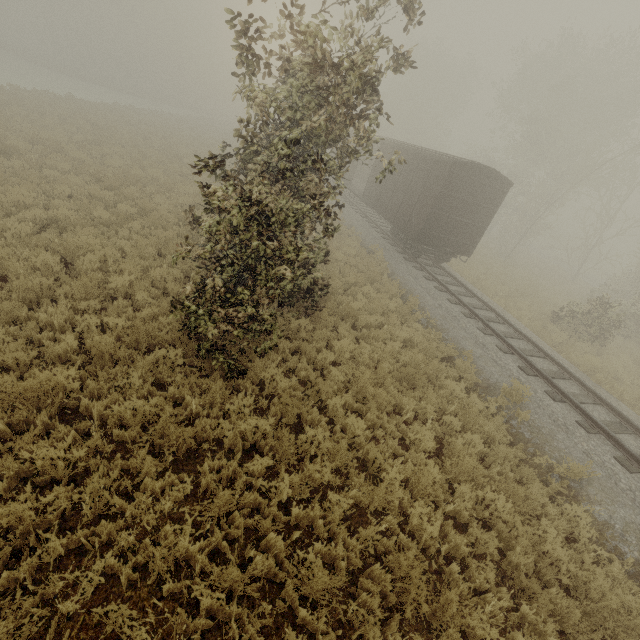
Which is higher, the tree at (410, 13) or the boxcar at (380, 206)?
the tree at (410, 13)

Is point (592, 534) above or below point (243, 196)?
below

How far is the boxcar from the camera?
13.90m

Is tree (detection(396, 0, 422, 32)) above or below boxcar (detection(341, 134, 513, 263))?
above

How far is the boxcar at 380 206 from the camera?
13.9m

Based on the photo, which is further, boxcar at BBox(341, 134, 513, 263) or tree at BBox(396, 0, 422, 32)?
boxcar at BBox(341, 134, 513, 263)
